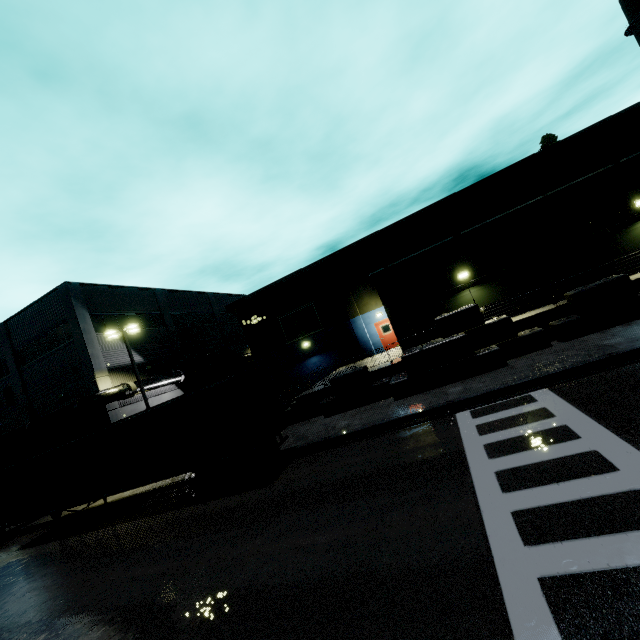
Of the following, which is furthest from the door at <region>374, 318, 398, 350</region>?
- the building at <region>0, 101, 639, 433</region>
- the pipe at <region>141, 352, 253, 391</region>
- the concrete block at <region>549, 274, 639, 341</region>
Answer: the pipe at <region>141, 352, 253, 391</region>

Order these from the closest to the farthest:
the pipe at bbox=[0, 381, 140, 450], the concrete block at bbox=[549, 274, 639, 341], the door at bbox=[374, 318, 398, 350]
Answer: the concrete block at bbox=[549, 274, 639, 341], the pipe at bbox=[0, 381, 140, 450], the door at bbox=[374, 318, 398, 350]

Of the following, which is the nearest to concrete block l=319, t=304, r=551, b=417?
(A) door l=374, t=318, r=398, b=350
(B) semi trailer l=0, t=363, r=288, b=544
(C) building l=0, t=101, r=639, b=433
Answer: (C) building l=0, t=101, r=639, b=433

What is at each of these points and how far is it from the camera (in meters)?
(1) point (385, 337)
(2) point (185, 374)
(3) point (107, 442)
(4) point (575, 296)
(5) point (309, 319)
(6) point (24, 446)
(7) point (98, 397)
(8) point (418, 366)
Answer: (1) door, 26.52
(2) pipe, 28.70
(3) semi trailer, 13.56
(4) concrete block, 13.30
(5) building, 28.92
(6) building, 25.61
(7) pipe, 21.78
(8) concrete block, 14.40

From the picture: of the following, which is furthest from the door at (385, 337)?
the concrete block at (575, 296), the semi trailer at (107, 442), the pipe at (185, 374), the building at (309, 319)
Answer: the pipe at (185, 374)

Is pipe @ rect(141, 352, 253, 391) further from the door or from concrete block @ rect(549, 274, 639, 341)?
the door

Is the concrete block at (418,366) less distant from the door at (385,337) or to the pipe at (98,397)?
the pipe at (98,397)

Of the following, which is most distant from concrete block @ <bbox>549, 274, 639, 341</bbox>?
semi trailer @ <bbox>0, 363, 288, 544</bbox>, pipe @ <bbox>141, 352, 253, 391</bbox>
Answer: pipe @ <bbox>141, 352, 253, 391</bbox>
